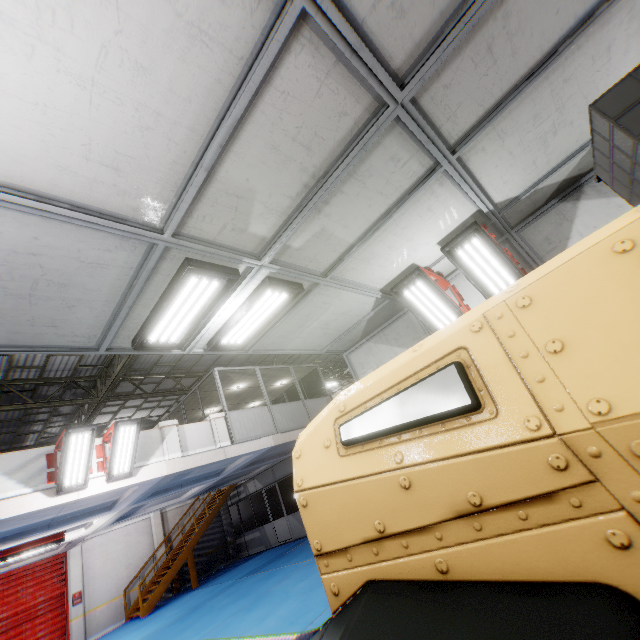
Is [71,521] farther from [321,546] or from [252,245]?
[321,546]

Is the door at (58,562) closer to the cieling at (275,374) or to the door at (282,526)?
the door at (282,526)

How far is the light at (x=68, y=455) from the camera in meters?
7.4 m

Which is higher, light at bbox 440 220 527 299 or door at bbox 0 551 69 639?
light at bbox 440 220 527 299

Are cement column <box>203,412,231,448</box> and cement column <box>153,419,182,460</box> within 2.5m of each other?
yes

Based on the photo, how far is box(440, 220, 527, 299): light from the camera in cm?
458

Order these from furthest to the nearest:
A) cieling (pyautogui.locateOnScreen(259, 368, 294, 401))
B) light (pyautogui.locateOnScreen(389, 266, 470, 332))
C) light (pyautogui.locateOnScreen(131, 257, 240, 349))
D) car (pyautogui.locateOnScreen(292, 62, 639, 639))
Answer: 1. cieling (pyautogui.locateOnScreen(259, 368, 294, 401))
2. light (pyautogui.locateOnScreen(389, 266, 470, 332))
3. light (pyautogui.locateOnScreen(131, 257, 240, 349))
4. car (pyautogui.locateOnScreen(292, 62, 639, 639))

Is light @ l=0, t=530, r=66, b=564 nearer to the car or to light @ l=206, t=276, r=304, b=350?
light @ l=206, t=276, r=304, b=350
